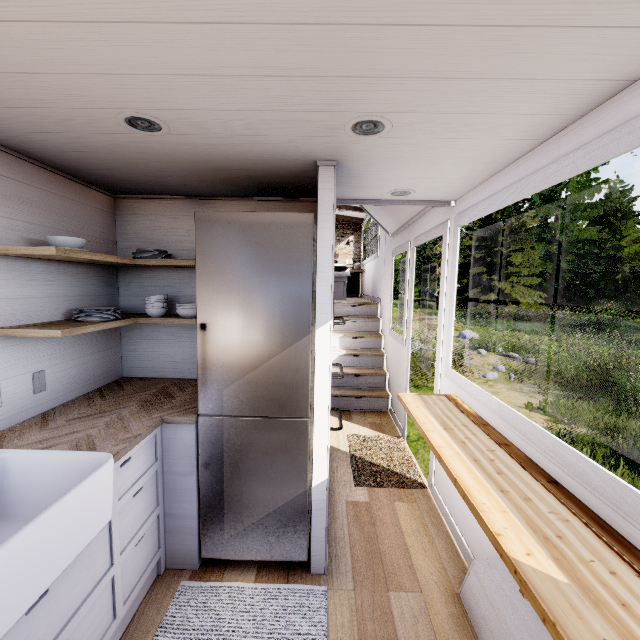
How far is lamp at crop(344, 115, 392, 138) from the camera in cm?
135

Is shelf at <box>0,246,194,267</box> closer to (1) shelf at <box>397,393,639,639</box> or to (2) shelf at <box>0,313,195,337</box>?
(2) shelf at <box>0,313,195,337</box>

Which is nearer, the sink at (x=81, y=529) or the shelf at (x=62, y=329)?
the sink at (x=81, y=529)

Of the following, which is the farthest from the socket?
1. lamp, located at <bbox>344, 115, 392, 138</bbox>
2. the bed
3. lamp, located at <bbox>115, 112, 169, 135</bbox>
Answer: the bed

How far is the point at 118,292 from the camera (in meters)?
2.71

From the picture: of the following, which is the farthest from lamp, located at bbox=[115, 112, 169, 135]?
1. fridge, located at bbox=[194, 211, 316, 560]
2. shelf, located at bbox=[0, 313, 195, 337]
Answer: shelf, located at bbox=[0, 313, 195, 337]

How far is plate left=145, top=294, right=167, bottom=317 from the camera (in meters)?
2.41

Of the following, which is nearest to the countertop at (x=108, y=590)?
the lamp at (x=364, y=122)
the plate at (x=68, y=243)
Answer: the plate at (x=68, y=243)
